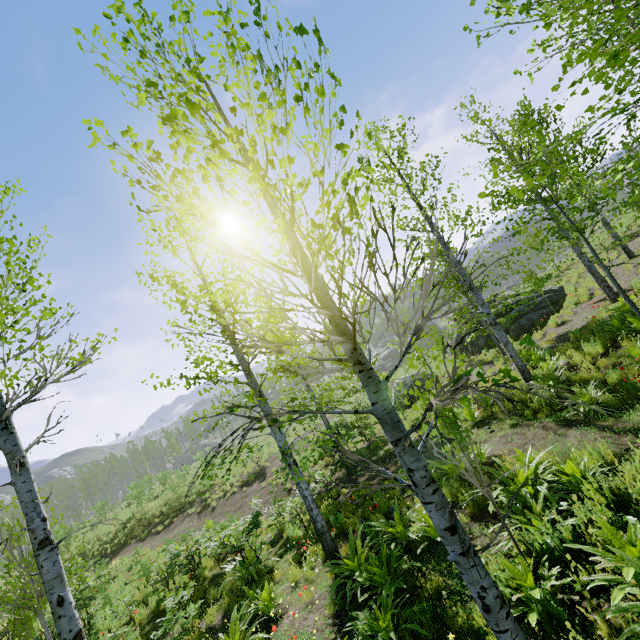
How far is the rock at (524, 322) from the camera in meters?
16.6 m

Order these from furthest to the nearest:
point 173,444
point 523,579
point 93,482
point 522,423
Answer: point 93,482 → point 173,444 → point 522,423 → point 523,579

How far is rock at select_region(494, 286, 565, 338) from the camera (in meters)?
16.64
